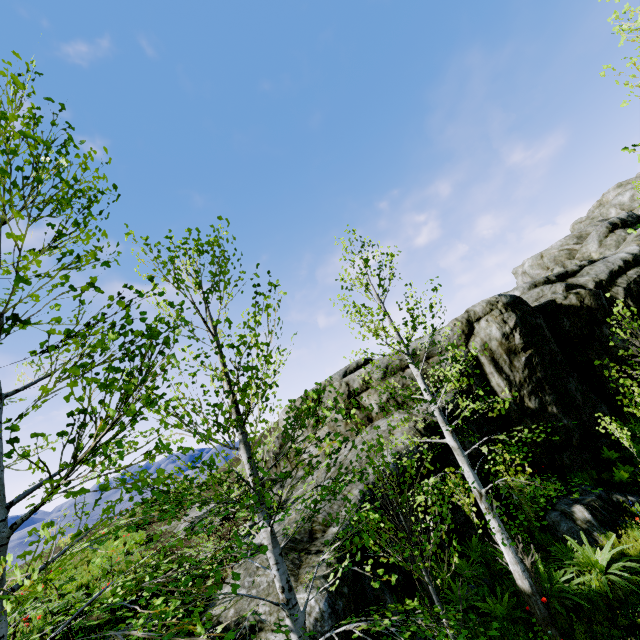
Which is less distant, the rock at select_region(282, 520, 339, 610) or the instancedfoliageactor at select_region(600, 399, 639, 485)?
the rock at select_region(282, 520, 339, 610)

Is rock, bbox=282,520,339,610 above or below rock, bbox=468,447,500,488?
above

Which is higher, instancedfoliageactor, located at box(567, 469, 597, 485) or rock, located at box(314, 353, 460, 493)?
rock, located at box(314, 353, 460, 493)

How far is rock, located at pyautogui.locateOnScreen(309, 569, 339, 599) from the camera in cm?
581

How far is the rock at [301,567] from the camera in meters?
6.1 m

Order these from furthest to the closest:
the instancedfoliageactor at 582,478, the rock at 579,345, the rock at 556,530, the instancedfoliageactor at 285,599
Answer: the rock at 579,345 < the rock at 556,530 < the instancedfoliageactor at 582,478 < the instancedfoliageactor at 285,599

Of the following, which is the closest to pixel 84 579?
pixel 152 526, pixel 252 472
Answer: pixel 152 526
